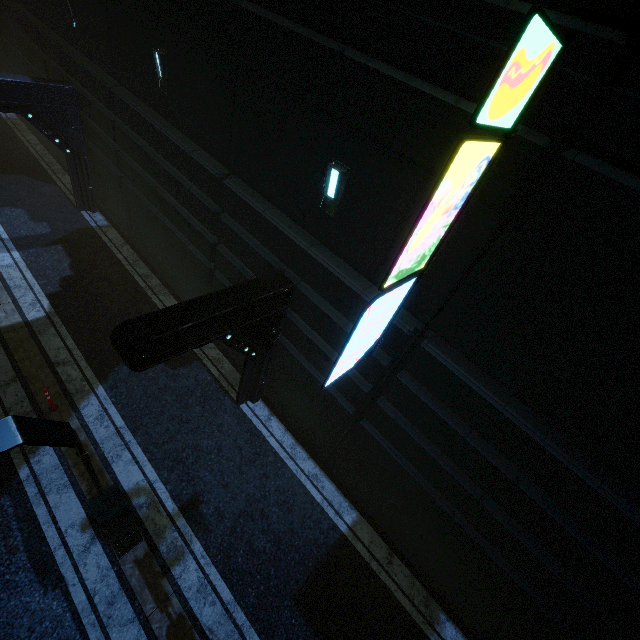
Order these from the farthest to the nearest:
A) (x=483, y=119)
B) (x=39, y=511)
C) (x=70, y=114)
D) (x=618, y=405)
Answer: (x=70, y=114)
(x=39, y=511)
(x=618, y=405)
(x=483, y=119)

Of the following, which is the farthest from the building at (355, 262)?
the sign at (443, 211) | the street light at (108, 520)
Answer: the street light at (108, 520)

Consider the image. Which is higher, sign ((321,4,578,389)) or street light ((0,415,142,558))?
sign ((321,4,578,389))

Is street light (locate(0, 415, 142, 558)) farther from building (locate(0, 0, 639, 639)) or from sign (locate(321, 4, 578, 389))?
sign (locate(321, 4, 578, 389))

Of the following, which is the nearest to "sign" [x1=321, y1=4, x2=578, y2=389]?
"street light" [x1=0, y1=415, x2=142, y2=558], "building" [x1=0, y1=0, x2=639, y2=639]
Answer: "building" [x1=0, y1=0, x2=639, y2=639]

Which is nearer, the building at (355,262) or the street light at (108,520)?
the street light at (108,520)

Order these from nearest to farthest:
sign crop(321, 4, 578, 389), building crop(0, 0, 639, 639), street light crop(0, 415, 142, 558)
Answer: sign crop(321, 4, 578, 389)
street light crop(0, 415, 142, 558)
building crop(0, 0, 639, 639)
